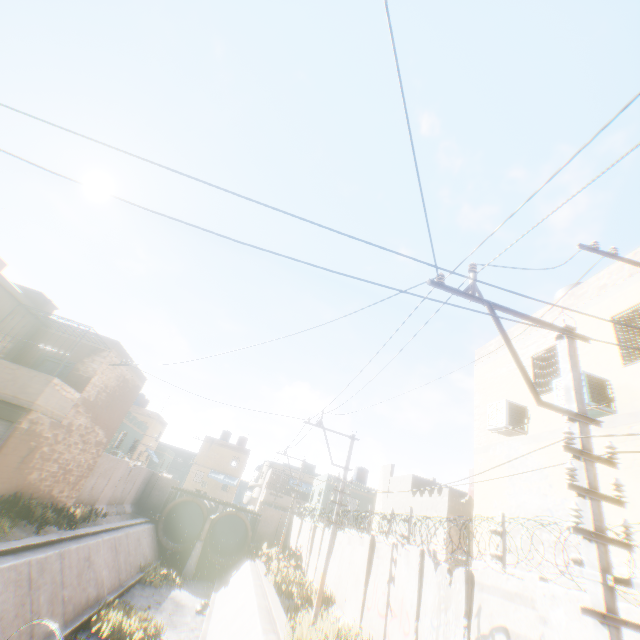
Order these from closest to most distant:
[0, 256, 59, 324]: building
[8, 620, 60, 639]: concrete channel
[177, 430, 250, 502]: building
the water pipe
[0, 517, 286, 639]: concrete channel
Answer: [8, 620, 60, 639]: concrete channel
[0, 517, 286, 639]: concrete channel
[0, 256, 59, 324]: building
the water pipe
[177, 430, 250, 502]: building

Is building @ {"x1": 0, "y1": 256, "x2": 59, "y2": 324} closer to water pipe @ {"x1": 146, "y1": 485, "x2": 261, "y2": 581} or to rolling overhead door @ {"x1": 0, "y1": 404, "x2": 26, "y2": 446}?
rolling overhead door @ {"x1": 0, "y1": 404, "x2": 26, "y2": 446}

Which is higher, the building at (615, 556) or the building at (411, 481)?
the building at (411, 481)

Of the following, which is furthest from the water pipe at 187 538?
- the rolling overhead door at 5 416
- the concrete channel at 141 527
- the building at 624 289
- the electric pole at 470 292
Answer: the electric pole at 470 292

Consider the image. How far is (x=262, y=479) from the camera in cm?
5978

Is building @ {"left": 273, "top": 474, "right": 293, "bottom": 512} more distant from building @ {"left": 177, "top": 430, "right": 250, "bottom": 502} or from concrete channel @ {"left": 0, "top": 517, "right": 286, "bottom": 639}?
concrete channel @ {"left": 0, "top": 517, "right": 286, "bottom": 639}

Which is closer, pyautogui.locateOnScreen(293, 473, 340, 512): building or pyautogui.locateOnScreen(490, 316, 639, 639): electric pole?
pyautogui.locateOnScreen(490, 316, 639, 639): electric pole

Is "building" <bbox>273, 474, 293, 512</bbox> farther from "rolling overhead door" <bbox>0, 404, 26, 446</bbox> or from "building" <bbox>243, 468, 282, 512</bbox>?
"rolling overhead door" <bbox>0, 404, 26, 446</bbox>
